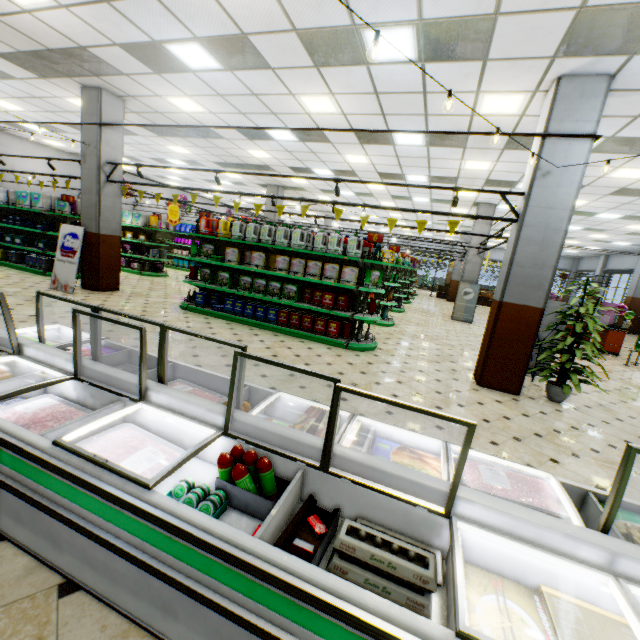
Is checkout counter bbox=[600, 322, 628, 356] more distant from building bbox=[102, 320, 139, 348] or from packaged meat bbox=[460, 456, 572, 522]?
packaged meat bbox=[460, 456, 572, 522]

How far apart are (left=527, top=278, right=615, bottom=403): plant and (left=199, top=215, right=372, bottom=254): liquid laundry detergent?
5.41m

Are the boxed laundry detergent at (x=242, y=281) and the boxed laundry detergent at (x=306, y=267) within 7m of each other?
yes

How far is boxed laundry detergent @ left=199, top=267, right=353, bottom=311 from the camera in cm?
694

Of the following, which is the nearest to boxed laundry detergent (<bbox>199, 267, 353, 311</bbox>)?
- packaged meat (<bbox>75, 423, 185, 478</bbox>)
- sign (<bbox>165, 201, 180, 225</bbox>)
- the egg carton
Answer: sign (<bbox>165, 201, 180, 225</bbox>)

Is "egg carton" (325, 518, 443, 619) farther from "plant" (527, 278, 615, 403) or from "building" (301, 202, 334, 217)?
"plant" (527, 278, 615, 403)

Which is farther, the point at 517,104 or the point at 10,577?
the point at 517,104

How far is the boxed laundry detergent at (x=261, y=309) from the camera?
7.0m
